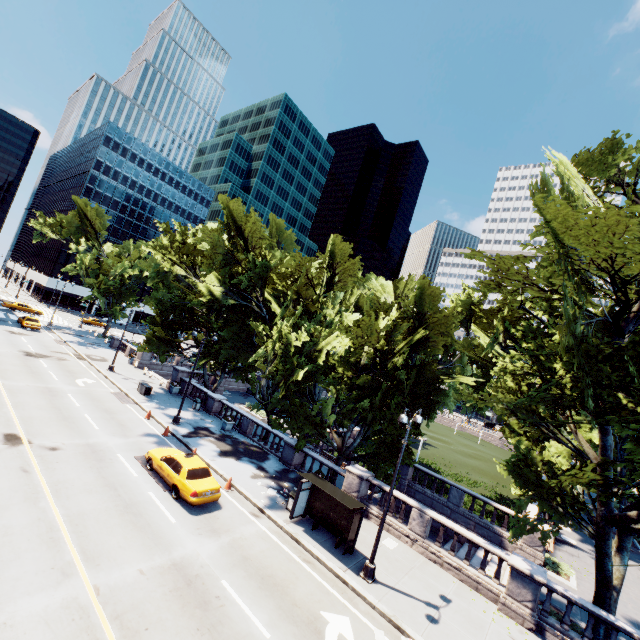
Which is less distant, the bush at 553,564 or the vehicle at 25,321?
the bush at 553,564

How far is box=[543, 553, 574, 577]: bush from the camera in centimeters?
1983cm

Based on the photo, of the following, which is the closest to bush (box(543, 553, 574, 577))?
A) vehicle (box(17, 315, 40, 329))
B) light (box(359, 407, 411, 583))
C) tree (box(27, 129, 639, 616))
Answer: tree (box(27, 129, 639, 616))

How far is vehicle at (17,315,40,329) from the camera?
41.59m

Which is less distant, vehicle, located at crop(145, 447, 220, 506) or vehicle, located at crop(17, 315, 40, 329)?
vehicle, located at crop(145, 447, 220, 506)

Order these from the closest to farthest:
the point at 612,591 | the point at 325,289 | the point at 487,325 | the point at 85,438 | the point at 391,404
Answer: the point at 612,591 < the point at 85,438 < the point at 391,404 < the point at 487,325 < the point at 325,289

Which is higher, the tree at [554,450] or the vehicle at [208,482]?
the tree at [554,450]

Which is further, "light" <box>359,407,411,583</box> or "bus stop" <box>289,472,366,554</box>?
"bus stop" <box>289,472,366,554</box>
